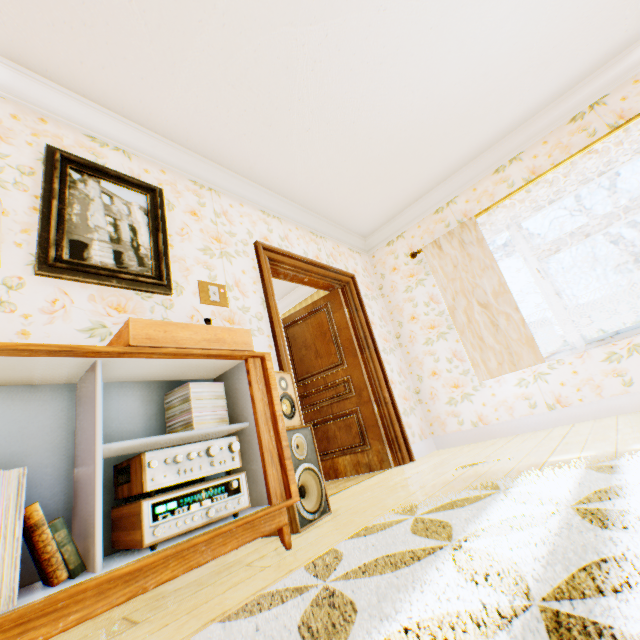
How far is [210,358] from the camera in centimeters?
166cm

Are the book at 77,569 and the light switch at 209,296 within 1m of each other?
no

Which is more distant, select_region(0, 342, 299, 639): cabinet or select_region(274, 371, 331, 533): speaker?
select_region(274, 371, 331, 533): speaker

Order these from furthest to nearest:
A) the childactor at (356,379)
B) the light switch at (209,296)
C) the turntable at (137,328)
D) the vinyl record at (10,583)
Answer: the childactor at (356,379) → the light switch at (209,296) → the turntable at (137,328) → the vinyl record at (10,583)

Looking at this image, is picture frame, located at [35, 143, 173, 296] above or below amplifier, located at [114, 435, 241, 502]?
above

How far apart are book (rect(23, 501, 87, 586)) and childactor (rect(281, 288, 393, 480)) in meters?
3.0

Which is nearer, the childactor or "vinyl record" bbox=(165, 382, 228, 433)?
"vinyl record" bbox=(165, 382, 228, 433)

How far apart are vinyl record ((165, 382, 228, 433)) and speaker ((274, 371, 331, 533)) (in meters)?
0.45
